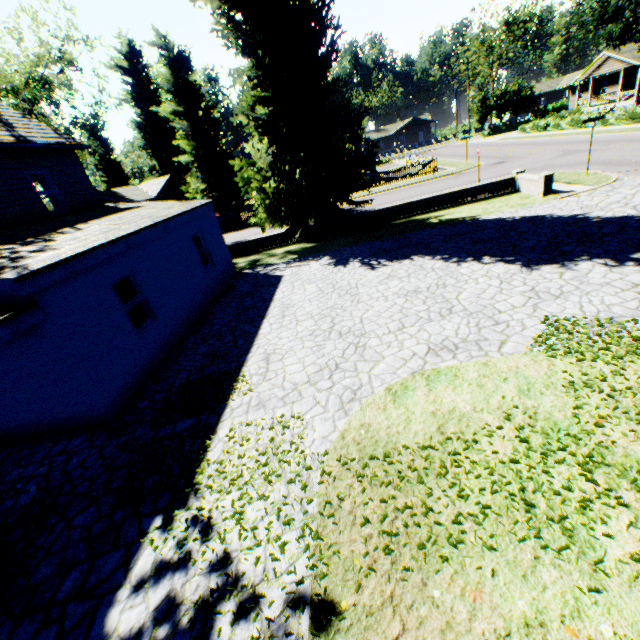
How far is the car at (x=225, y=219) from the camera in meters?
28.8 m

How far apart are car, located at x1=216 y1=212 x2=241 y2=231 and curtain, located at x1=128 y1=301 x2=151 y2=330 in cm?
2146

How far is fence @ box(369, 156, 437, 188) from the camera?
30.34m

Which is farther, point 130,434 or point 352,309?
point 352,309

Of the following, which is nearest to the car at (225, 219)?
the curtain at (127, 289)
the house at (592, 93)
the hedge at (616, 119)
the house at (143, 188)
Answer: the house at (143, 188)

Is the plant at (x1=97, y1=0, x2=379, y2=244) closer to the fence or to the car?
the fence

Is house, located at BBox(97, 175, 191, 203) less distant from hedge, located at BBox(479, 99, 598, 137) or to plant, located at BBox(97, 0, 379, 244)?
plant, located at BBox(97, 0, 379, 244)
